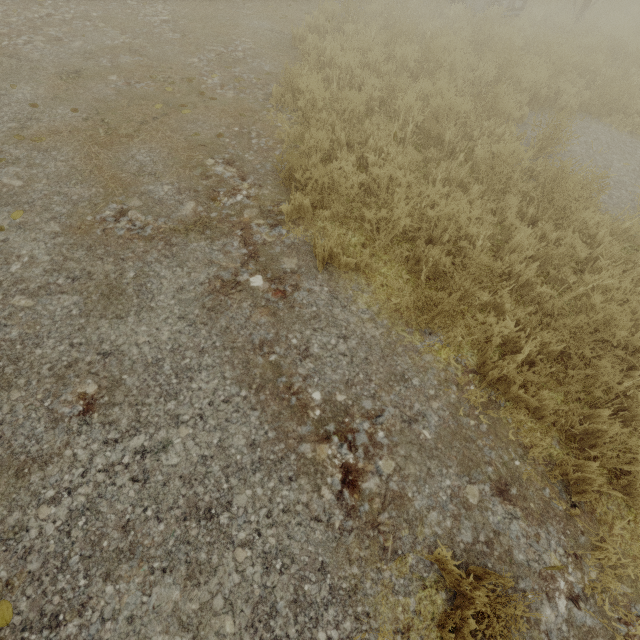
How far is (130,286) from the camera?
3.3 meters
